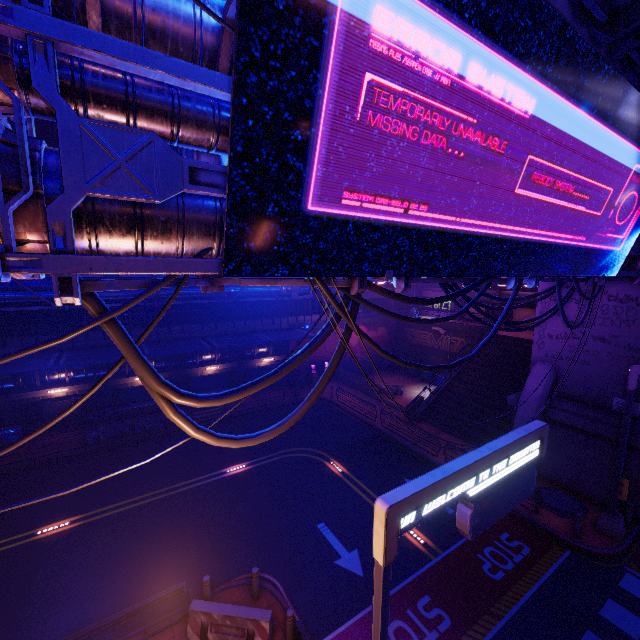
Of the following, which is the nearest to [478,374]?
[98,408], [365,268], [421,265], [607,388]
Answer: [607,388]

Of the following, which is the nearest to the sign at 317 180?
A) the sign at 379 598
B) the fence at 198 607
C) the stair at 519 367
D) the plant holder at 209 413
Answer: the sign at 379 598

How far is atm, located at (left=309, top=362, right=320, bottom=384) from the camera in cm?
3120

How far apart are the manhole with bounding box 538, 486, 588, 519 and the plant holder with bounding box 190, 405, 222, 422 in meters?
19.6

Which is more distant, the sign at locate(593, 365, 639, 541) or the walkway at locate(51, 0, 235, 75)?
the sign at locate(593, 365, 639, 541)

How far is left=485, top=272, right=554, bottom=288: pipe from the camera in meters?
8.0

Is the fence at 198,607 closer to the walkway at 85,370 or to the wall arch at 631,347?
the wall arch at 631,347

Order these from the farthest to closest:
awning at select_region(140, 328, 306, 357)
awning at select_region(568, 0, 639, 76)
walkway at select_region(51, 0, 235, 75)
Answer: awning at select_region(140, 328, 306, 357), awning at select_region(568, 0, 639, 76), walkway at select_region(51, 0, 235, 75)
